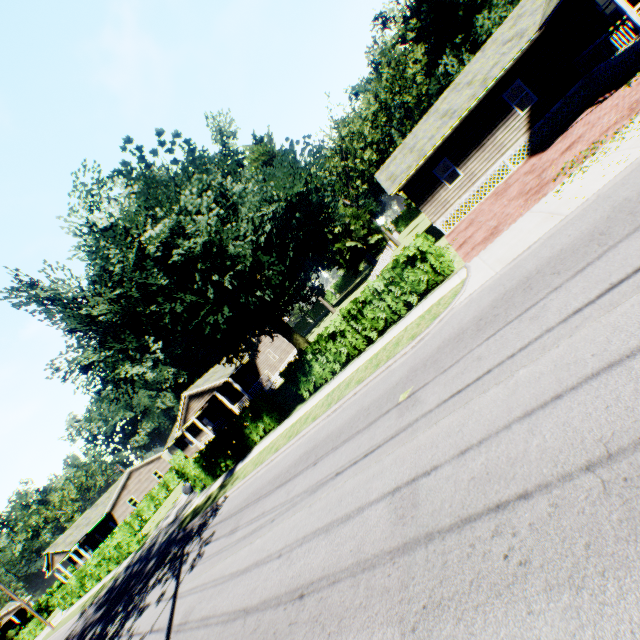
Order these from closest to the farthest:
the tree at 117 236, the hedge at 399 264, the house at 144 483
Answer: the tree at 117 236
the hedge at 399 264
the house at 144 483

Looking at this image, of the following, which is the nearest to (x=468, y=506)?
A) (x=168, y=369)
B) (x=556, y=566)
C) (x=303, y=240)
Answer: (x=556, y=566)

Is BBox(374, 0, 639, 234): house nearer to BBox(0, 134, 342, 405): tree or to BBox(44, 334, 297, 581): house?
BBox(0, 134, 342, 405): tree

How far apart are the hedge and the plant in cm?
3626

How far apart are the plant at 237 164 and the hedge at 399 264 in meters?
36.3 m

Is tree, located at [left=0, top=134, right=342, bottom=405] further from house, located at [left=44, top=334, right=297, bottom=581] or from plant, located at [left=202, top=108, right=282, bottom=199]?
plant, located at [left=202, top=108, right=282, bottom=199]

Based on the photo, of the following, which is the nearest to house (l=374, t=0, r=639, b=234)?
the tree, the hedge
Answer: the hedge

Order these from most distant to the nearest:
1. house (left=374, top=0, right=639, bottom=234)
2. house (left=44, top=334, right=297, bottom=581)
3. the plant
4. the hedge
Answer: the plant → house (left=44, top=334, right=297, bottom=581) → house (left=374, top=0, right=639, bottom=234) → the hedge
